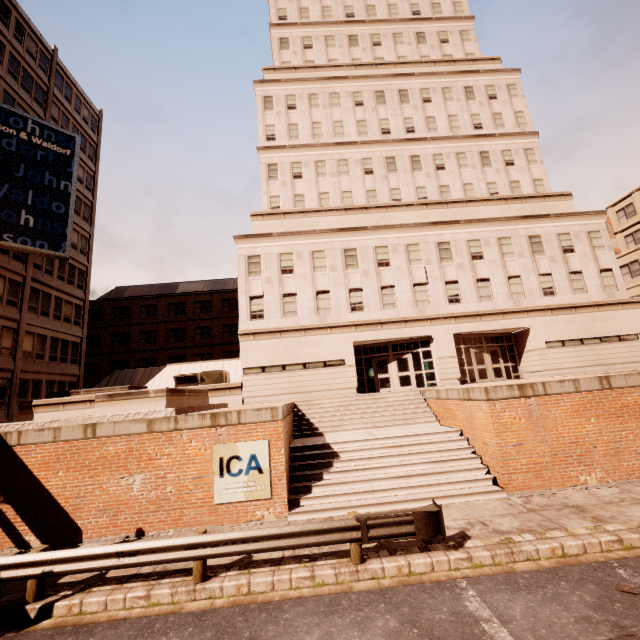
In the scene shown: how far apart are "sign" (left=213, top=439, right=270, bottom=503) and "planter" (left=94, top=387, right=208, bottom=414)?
2.55m

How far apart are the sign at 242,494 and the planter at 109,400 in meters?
2.6 m

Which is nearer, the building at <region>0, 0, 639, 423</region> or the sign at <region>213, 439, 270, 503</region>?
the sign at <region>213, 439, 270, 503</region>

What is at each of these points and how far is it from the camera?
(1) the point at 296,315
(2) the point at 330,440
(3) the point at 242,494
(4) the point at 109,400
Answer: (1) building, 22.3m
(2) bp, 13.3m
(3) sign, 10.0m
(4) planter, 11.6m

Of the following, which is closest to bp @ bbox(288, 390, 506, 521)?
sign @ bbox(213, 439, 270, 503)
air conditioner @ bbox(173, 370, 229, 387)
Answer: sign @ bbox(213, 439, 270, 503)

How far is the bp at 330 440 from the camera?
10.27m

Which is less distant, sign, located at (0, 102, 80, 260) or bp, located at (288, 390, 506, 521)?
bp, located at (288, 390, 506, 521)

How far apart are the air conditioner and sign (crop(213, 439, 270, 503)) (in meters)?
12.67
